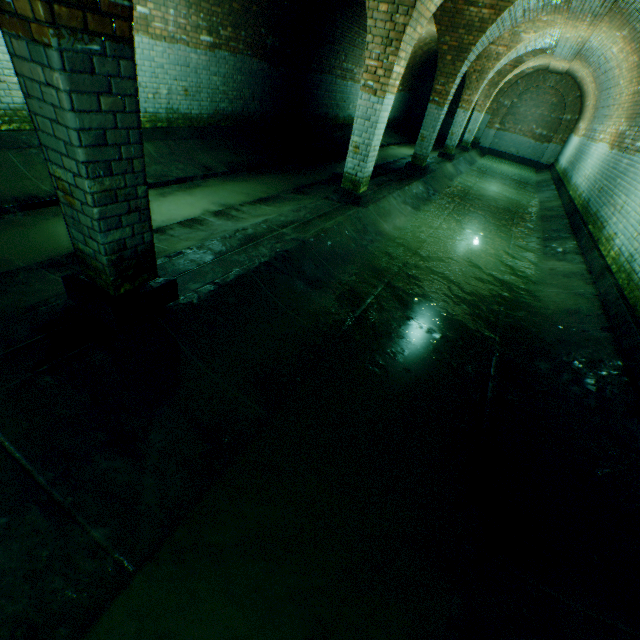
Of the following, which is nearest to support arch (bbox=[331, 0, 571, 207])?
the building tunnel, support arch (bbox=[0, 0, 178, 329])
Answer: the building tunnel

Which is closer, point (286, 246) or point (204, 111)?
point (286, 246)

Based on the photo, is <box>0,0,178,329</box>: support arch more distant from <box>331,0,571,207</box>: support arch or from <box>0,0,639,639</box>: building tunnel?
<box>331,0,571,207</box>: support arch

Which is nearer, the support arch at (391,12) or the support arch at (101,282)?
the support arch at (101,282)

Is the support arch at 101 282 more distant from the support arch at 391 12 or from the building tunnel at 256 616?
the support arch at 391 12

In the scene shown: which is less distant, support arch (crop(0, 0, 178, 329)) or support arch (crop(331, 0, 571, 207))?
support arch (crop(0, 0, 178, 329))

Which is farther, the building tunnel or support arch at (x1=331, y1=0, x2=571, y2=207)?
support arch at (x1=331, y1=0, x2=571, y2=207)
